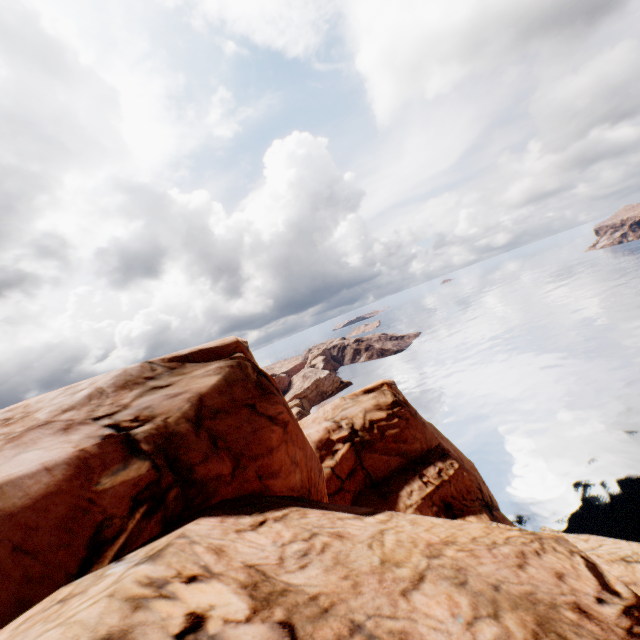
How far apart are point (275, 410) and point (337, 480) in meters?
12.3
